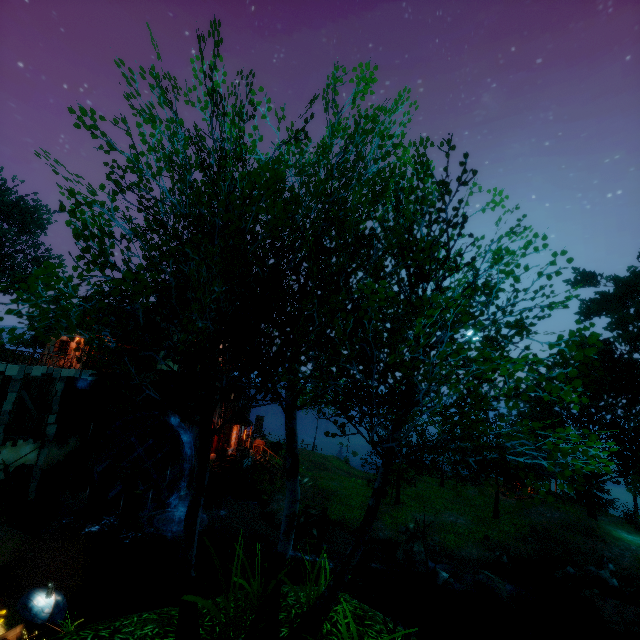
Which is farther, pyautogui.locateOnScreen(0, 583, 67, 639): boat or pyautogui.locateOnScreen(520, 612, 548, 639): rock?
pyautogui.locateOnScreen(520, 612, 548, 639): rock

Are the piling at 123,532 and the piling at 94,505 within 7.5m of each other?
yes

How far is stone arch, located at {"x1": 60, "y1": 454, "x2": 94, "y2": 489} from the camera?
23.55m

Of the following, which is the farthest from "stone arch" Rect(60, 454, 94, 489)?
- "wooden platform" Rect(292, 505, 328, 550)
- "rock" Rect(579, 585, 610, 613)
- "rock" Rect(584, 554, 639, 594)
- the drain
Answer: "rock" Rect(584, 554, 639, 594)

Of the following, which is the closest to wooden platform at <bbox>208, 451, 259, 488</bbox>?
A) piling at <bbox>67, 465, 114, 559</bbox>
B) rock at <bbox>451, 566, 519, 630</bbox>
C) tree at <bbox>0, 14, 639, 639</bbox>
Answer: piling at <bbox>67, 465, 114, 559</bbox>

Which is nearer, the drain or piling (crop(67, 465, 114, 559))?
piling (crop(67, 465, 114, 559))

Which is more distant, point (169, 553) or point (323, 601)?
point (169, 553)

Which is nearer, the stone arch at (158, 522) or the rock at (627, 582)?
the rock at (627, 582)
